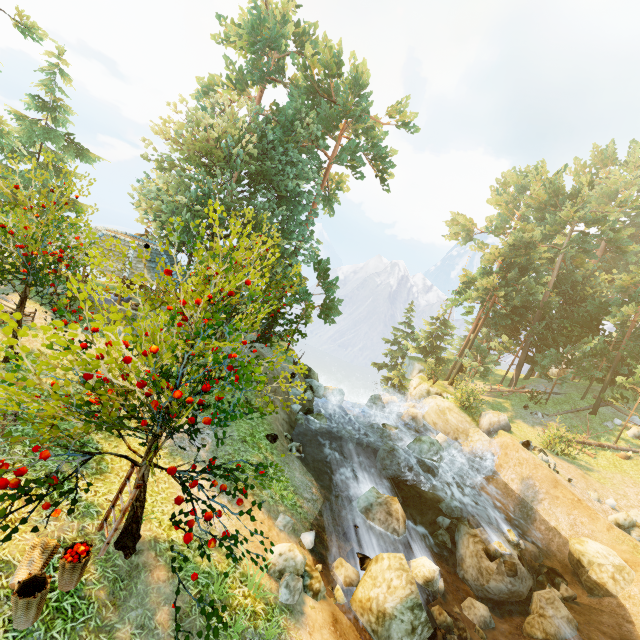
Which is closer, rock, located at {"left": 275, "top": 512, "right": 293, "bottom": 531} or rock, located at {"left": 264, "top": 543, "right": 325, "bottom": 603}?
rock, located at {"left": 264, "top": 543, "right": 325, "bottom": 603}

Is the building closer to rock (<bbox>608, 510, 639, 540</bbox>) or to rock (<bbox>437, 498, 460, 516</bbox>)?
rock (<bbox>437, 498, 460, 516</bbox>)

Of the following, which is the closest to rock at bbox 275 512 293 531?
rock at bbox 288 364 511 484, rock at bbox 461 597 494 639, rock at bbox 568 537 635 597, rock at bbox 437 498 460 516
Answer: rock at bbox 461 597 494 639

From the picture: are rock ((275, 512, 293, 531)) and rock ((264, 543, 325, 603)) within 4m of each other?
yes

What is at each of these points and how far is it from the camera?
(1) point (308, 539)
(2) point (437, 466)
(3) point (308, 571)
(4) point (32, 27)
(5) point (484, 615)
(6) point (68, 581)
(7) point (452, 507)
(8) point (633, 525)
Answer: (1) rock, 9.8m
(2) rock, 18.2m
(3) rock, 8.7m
(4) tree, 16.5m
(5) rock, 11.7m
(6) basket, 5.7m
(7) rock, 16.5m
(8) rock, 16.2m

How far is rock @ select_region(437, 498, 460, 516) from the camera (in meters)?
16.44

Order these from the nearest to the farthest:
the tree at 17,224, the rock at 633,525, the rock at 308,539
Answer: the tree at 17,224 → the rock at 308,539 → the rock at 633,525

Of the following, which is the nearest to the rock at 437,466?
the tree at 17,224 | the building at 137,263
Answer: the tree at 17,224
